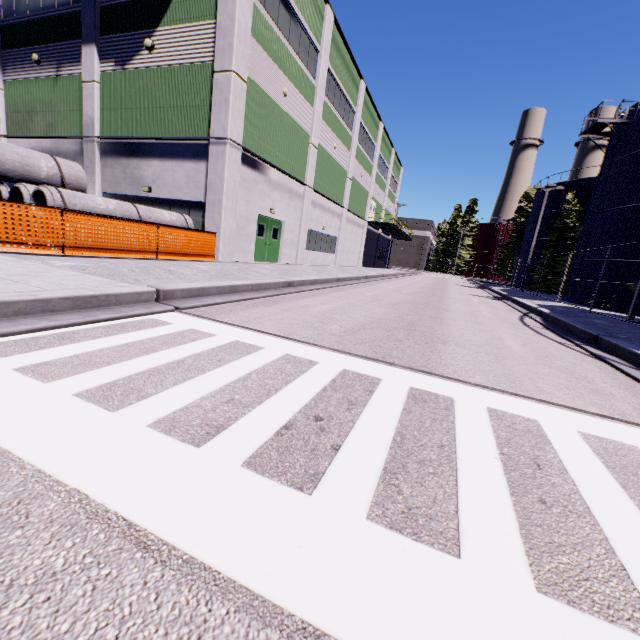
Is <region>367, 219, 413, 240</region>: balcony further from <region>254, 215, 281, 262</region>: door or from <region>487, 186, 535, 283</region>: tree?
<region>487, 186, 535, 283</region>: tree

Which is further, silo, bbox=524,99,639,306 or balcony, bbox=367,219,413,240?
balcony, bbox=367,219,413,240

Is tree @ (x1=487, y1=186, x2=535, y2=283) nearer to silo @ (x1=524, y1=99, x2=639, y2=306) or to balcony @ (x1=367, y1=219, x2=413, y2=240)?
silo @ (x1=524, y1=99, x2=639, y2=306)

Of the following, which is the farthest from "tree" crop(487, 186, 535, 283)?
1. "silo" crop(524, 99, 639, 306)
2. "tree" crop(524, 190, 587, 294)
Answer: "tree" crop(524, 190, 587, 294)

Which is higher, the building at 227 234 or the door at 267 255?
the building at 227 234

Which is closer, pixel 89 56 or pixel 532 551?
pixel 532 551

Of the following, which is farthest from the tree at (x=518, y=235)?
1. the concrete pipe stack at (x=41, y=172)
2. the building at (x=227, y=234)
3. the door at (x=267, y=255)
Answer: the concrete pipe stack at (x=41, y=172)

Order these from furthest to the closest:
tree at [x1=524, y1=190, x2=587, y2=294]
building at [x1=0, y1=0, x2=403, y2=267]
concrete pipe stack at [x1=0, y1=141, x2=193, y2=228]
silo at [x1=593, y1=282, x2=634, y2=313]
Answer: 1. tree at [x1=524, y1=190, x2=587, y2=294]
2. silo at [x1=593, y1=282, x2=634, y2=313]
3. building at [x1=0, y1=0, x2=403, y2=267]
4. concrete pipe stack at [x1=0, y1=141, x2=193, y2=228]
